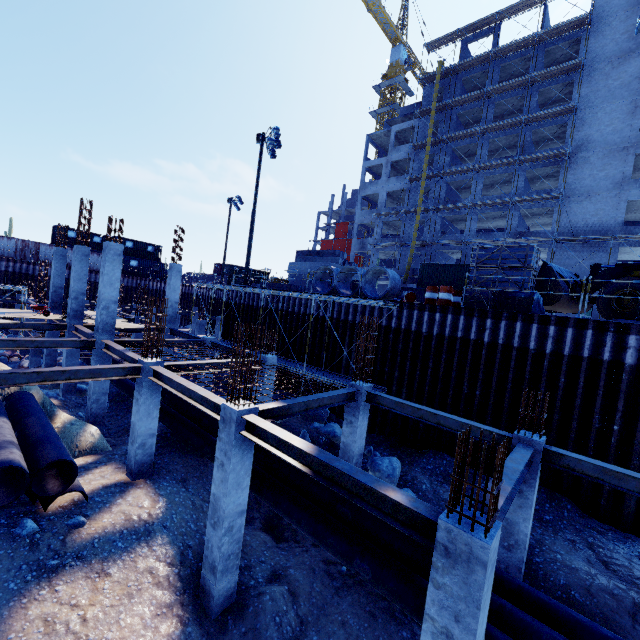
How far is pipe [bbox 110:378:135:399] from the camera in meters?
16.1

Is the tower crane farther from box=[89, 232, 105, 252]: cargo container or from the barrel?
the barrel

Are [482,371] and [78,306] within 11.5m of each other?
no

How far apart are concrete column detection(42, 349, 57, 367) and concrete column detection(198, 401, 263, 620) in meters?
19.3

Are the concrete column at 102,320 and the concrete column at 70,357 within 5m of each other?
yes

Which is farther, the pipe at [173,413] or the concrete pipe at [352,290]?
the concrete pipe at [352,290]

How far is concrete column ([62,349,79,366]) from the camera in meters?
16.8 m
